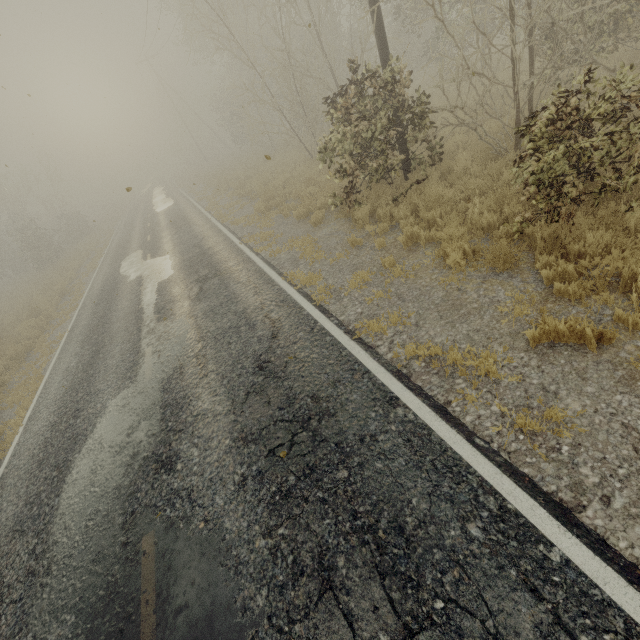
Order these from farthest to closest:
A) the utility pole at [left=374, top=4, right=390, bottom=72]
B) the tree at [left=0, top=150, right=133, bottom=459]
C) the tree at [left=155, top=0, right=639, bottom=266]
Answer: the tree at [left=0, top=150, right=133, bottom=459], the utility pole at [left=374, top=4, right=390, bottom=72], the tree at [left=155, top=0, right=639, bottom=266]

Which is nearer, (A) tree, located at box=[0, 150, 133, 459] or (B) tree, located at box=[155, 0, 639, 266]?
(B) tree, located at box=[155, 0, 639, 266]

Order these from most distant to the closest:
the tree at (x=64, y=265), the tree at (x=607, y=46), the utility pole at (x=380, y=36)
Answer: the tree at (x=64, y=265)
the utility pole at (x=380, y=36)
the tree at (x=607, y=46)

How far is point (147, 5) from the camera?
19.5 meters

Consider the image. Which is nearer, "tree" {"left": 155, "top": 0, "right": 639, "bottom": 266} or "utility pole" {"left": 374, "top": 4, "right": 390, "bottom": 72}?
"tree" {"left": 155, "top": 0, "right": 639, "bottom": 266}

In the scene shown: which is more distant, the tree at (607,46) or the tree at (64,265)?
the tree at (64,265)
